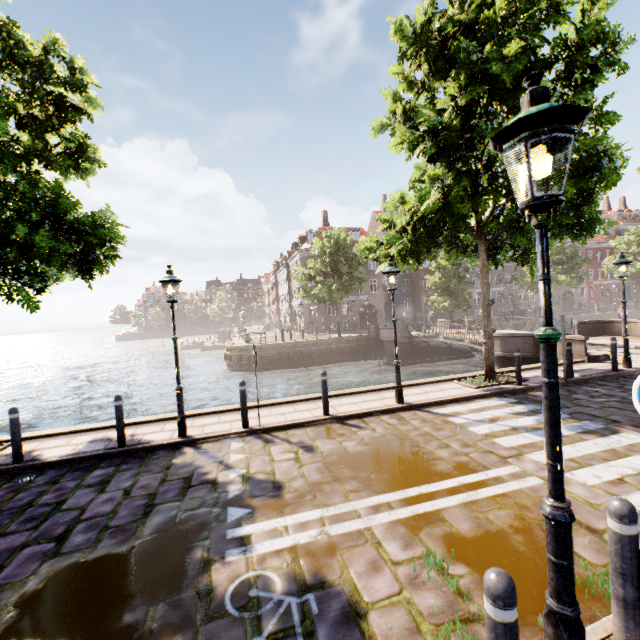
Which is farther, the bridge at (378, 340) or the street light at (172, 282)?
the bridge at (378, 340)

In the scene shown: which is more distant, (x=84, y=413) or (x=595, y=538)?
(x=84, y=413)

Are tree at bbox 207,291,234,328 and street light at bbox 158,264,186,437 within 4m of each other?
no

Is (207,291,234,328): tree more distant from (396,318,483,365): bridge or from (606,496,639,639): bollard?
(606,496,639,639): bollard

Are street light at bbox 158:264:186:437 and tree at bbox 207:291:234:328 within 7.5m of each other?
no

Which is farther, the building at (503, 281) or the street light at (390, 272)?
the building at (503, 281)

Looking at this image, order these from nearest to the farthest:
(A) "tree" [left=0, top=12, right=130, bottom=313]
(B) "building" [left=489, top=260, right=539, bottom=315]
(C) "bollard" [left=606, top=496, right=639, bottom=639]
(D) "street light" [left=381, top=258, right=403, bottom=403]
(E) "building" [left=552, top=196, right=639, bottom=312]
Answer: (C) "bollard" [left=606, top=496, right=639, bottom=639], (A) "tree" [left=0, top=12, right=130, bottom=313], (D) "street light" [left=381, top=258, right=403, bottom=403], (B) "building" [left=489, top=260, right=539, bottom=315], (E) "building" [left=552, top=196, right=639, bottom=312]

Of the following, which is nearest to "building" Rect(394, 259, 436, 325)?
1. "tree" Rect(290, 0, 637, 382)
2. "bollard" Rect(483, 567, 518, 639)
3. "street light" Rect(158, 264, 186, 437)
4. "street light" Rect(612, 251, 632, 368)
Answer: "tree" Rect(290, 0, 637, 382)
